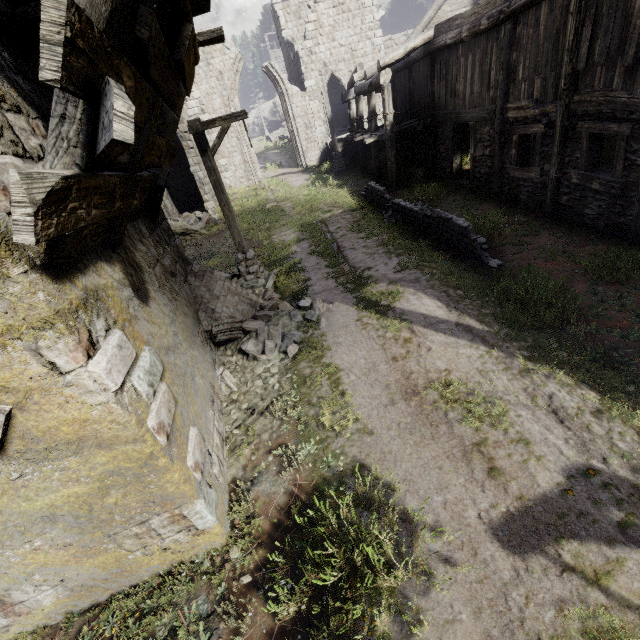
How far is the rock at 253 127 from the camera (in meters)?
55.47

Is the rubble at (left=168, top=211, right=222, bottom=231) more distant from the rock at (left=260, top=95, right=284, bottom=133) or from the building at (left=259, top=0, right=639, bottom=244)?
the rock at (left=260, top=95, right=284, bottom=133)

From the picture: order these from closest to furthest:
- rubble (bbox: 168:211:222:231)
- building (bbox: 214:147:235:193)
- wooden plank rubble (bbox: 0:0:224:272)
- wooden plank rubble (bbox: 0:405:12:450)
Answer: wooden plank rubble (bbox: 0:0:224:272) → wooden plank rubble (bbox: 0:405:12:450) → rubble (bbox: 168:211:222:231) → building (bbox: 214:147:235:193)

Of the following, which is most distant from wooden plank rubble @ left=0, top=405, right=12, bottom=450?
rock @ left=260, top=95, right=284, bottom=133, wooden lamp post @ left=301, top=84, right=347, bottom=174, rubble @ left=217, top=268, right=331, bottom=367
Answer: rock @ left=260, top=95, right=284, bottom=133

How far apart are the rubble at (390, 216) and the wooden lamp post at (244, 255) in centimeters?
489cm

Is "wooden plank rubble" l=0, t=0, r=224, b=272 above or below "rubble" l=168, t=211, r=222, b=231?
above

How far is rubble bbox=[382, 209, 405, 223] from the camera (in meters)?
11.94

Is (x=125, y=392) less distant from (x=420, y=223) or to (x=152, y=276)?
(x=152, y=276)
